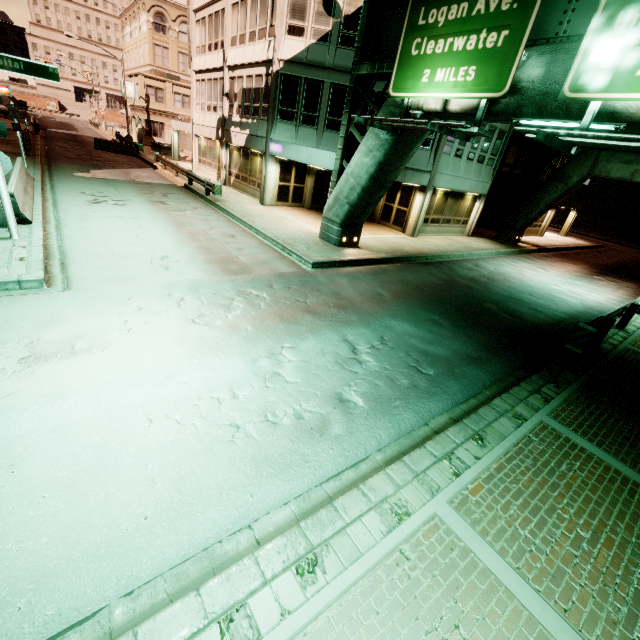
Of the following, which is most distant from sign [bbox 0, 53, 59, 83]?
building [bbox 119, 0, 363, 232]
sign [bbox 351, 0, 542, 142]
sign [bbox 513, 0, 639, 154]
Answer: sign [bbox 513, 0, 639, 154]

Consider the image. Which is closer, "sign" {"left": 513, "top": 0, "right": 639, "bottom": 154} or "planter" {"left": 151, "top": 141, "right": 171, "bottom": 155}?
"sign" {"left": 513, "top": 0, "right": 639, "bottom": 154}

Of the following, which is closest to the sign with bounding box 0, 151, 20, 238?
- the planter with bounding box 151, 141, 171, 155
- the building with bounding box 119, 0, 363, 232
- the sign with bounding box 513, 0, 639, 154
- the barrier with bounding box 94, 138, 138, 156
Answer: the building with bounding box 119, 0, 363, 232

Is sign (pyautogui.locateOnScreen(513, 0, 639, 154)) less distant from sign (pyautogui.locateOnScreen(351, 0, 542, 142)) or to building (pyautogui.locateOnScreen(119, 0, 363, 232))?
sign (pyautogui.locateOnScreen(351, 0, 542, 142))

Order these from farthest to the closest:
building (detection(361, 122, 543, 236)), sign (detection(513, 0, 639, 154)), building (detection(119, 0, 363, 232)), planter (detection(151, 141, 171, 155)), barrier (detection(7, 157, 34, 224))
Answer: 1. planter (detection(151, 141, 171, 155))
2. building (detection(361, 122, 543, 236))
3. building (detection(119, 0, 363, 232))
4. barrier (detection(7, 157, 34, 224))
5. sign (detection(513, 0, 639, 154))

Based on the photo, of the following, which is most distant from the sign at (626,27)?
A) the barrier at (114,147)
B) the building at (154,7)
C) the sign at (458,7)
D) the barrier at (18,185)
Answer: the barrier at (114,147)

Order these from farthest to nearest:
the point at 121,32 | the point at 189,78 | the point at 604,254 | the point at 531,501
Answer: the point at 121,32 → the point at 189,78 → the point at 604,254 → the point at 531,501

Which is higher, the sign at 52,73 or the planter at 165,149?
the sign at 52,73
